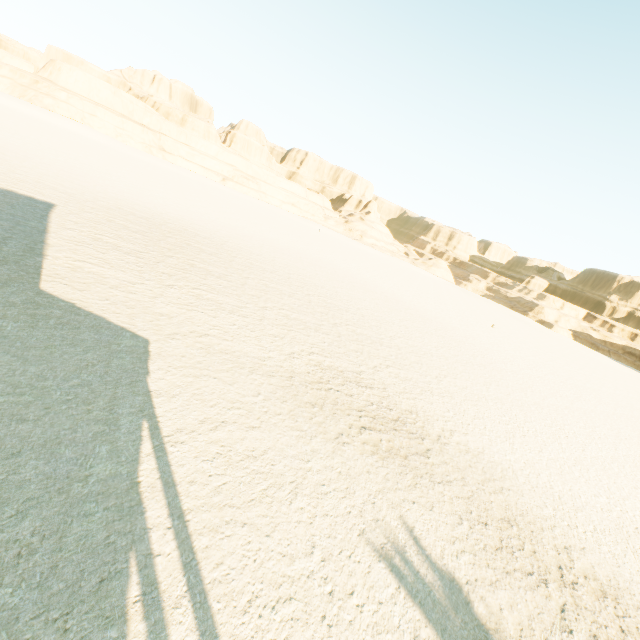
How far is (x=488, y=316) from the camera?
51.03m
